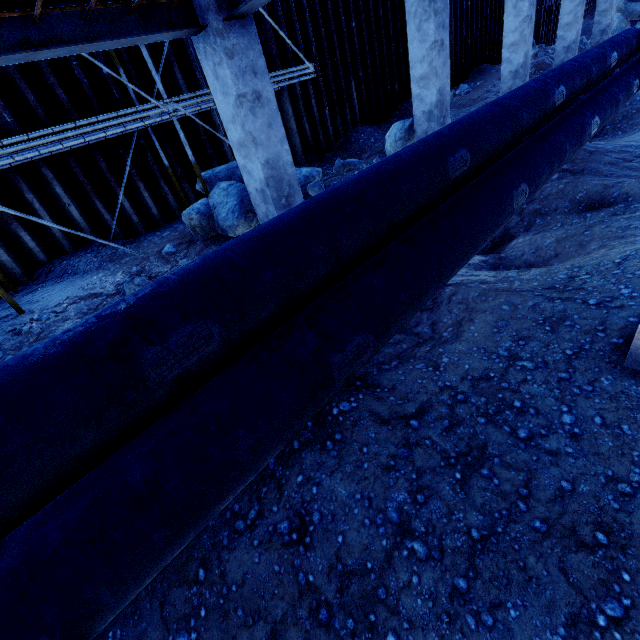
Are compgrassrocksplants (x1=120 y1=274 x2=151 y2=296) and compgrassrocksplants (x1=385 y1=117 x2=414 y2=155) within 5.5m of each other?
no

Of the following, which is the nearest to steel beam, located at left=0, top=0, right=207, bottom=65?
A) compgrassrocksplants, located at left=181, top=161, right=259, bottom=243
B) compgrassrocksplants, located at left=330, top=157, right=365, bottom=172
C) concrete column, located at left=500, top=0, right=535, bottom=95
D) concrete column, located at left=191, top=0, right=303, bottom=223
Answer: concrete column, located at left=191, top=0, right=303, bottom=223

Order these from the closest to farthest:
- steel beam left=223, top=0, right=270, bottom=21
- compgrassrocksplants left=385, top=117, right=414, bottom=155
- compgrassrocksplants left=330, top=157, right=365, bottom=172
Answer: steel beam left=223, top=0, right=270, bottom=21, compgrassrocksplants left=385, top=117, right=414, bottom=155, compgrassrocksplants left=330, top=157, right=365, bottom=172

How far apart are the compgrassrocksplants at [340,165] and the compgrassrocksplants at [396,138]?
0.7 meters

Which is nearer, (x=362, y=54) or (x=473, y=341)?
(x=473, y=341)

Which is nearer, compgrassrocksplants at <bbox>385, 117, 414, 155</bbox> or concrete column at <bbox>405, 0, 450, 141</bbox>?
concrete column at <bbox>405, 0, 450, 141</bbox>

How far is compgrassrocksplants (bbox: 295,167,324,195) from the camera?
7.10m

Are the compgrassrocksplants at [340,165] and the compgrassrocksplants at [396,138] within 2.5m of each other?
yes
